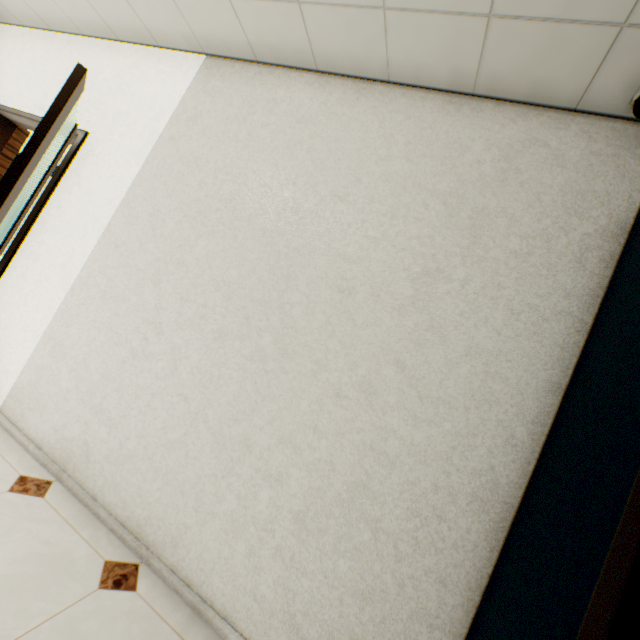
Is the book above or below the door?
above

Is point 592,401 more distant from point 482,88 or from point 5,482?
point 5,482

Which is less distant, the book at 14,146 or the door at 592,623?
the door at 592,623

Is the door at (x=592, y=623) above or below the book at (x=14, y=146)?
below

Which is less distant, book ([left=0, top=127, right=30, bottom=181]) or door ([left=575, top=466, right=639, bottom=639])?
door ([left=575, top=466, right=639, bottom=639])
